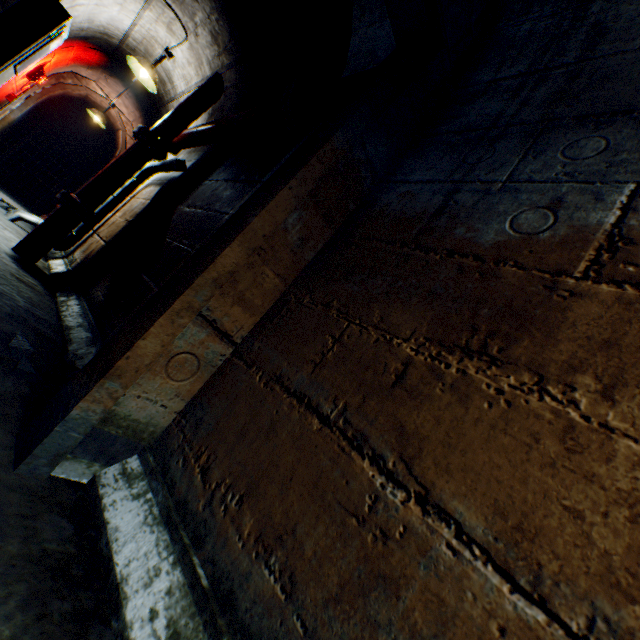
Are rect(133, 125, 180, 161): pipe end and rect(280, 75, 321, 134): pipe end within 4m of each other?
yes

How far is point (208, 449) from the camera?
1.0m

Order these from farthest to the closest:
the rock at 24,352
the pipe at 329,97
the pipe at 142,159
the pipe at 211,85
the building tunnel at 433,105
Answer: the pipe at 142,159, the pipe at 211,85, the pipe at 329,97, the rock at 24,352, the building tunnel at 433,105

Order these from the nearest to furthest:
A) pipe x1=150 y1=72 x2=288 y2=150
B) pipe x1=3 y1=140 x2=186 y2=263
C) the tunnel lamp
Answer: pipe x1=150 y1=72 x2=288 y2=150 → pipe x1=3 y1=140 x2=186 y2=263 → the tunnel lamp

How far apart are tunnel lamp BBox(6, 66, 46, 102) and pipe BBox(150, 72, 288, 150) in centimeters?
288cm

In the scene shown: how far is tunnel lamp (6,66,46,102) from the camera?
4.94m

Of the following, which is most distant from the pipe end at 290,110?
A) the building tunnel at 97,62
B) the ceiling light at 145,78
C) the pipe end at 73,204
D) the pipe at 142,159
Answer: the ceiling light at 145,78

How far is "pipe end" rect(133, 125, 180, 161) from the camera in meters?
3.4 m
